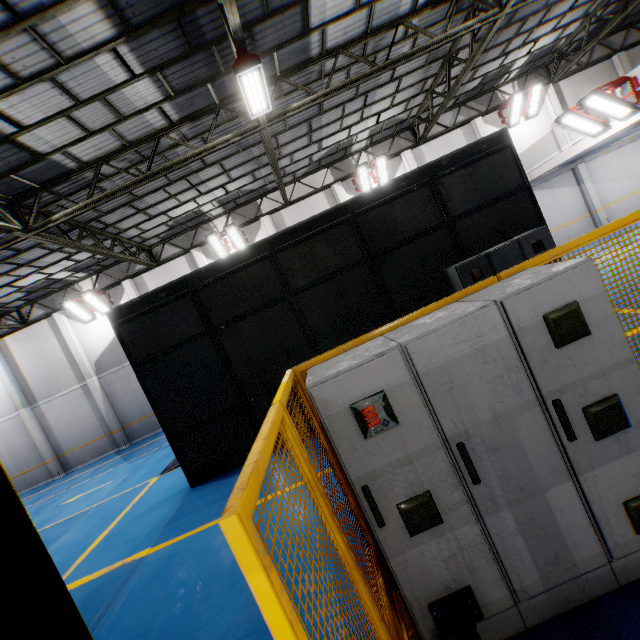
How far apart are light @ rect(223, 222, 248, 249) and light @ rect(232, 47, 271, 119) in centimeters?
785cm

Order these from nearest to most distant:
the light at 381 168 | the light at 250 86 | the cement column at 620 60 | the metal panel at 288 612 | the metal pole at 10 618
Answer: the metal panel at 288 612
the metal pole at 10 618
the light at 250 86
the light at 381 168
the cement column at 620 60

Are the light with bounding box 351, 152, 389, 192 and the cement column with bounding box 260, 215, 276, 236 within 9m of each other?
yes

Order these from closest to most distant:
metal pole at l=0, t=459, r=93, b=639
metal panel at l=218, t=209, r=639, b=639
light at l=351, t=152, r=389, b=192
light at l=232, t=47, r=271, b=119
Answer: metal panel at l=218, t=209, r=639, b=639
metal pole at l=0, t=459, r=93, b=639
light at l=232, t=47, r=271, b=119
light at l=351, t=152, r=389, b=192

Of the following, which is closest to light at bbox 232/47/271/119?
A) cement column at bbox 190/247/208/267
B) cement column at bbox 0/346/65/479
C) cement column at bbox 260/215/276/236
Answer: cement column at bbox 260/215/276/236

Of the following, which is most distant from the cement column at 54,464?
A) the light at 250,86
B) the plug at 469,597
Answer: the plug at 469,597

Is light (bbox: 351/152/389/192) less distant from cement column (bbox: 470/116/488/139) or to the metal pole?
cement column (bbox: 470/116/488/139)

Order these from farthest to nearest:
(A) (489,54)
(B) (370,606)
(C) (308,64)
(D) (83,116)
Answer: (A) (489,54) < (C) (308,64) < (D) (83,116) < (B) (370,606)
